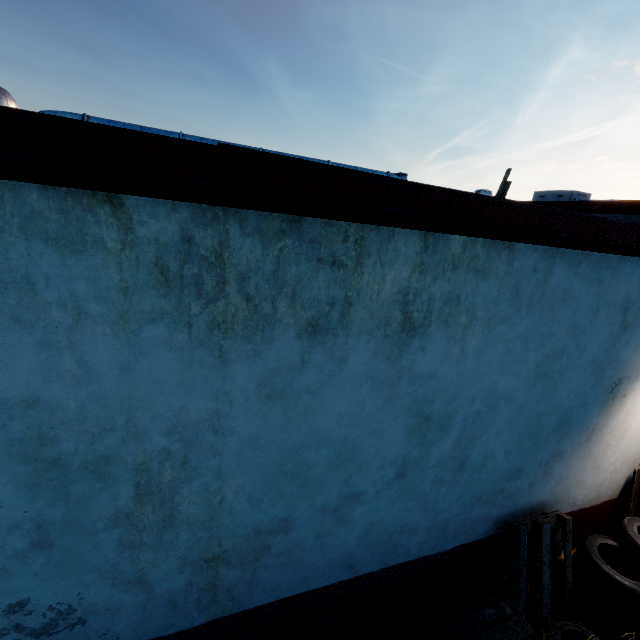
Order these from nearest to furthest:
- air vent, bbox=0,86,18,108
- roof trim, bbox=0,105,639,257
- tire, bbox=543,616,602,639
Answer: roof trim, bbox=0,105,639,257
air vent, bbox=0,86,18,108
tire, bbox=543,616,602,639

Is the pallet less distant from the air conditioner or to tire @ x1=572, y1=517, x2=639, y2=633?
tire @ x1=572, y1=517, x2=639, y2=633

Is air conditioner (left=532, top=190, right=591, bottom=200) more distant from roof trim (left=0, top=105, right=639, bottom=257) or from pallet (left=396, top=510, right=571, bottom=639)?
pallet (left=396, top=510, right=571, bottom=639)

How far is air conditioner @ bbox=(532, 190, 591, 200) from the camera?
10.94m

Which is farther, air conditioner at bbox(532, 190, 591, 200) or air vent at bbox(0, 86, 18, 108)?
air conditioner at bbox(532, 190, 591, 200)

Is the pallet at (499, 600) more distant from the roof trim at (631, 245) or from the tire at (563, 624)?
the roof trim at (631, 245)

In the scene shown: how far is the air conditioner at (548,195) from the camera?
10.9 meters

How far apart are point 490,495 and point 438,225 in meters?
2.9
